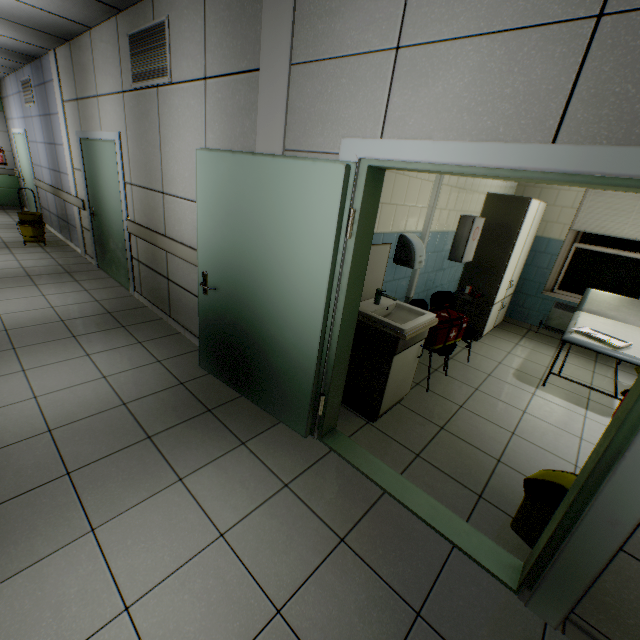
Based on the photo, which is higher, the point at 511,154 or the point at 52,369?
the point at 511,154

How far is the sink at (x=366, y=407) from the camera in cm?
260

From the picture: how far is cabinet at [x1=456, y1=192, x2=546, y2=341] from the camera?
4.3m

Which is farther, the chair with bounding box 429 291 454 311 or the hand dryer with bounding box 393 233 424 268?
the chair with bounding box 429 291 454 311

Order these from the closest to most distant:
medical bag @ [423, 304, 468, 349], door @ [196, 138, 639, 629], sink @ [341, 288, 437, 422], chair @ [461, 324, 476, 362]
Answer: door @ [196, 138, 639, 629] < sink @ [341, 288, 437, 422] < medical bag @ [423, 304, 468, 349] < chair @ [461, 324, 476, 362]

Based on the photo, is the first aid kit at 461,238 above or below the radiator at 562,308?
above

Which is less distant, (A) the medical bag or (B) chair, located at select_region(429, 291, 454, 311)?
(A) the medical bag

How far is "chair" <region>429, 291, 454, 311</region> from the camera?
4.0 meters
